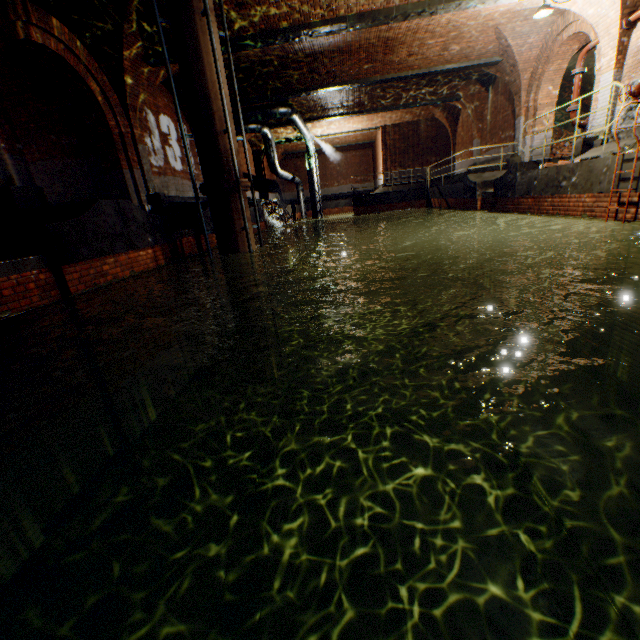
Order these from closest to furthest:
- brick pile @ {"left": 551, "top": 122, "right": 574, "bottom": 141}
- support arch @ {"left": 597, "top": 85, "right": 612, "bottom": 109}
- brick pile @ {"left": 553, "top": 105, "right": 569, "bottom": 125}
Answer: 1. support arch @ {"left": 597, "top": 85, "right": 612, "bottom": 109}
2. brick pile @ {"left": 551, "top": 122, "right": 574, "bottom": 141}
3. brick pile @ {"left": 553, "top": 105, "right": 569, "bottom": 125}

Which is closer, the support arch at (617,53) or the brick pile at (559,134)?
the support arch at (617,53)

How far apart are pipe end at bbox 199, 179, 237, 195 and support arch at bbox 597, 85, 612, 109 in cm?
894

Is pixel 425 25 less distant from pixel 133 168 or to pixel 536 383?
pixel 133 168

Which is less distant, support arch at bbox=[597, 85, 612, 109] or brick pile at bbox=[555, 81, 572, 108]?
support arch at bbox=[597, 85, 612, 109]

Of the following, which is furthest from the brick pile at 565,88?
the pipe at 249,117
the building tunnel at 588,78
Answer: the pipe at 249,117

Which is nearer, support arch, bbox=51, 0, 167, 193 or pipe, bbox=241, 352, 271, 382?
support arch, bbox=51, 0, 167, 193
